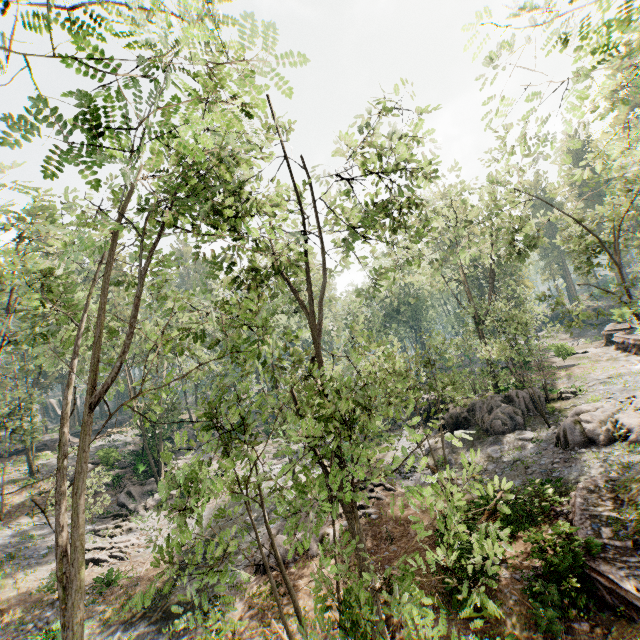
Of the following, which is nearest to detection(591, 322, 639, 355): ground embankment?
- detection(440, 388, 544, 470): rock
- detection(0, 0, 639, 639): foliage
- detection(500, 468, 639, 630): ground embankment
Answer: detection(0, 0, 639, 639): foliage

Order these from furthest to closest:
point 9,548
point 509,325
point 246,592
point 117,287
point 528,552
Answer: point 117,287, point 509,325, point 9,548, point 246,592, point 528,552

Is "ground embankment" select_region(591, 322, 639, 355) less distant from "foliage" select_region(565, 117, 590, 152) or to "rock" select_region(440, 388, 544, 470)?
"foliage" select_region(565, 117, 590, 152)

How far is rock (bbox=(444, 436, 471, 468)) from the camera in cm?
2162

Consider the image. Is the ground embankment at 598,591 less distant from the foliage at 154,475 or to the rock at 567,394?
the foliage at 154,475

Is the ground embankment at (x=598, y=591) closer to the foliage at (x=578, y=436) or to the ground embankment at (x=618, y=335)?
the foliage at (x=578, y=436)

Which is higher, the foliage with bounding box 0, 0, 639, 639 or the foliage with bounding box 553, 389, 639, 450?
the foliage with bounding box 0, 0, 639, 639

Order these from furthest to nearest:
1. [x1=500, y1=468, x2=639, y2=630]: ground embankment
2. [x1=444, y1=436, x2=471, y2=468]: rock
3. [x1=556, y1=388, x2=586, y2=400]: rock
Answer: [x1=556, y1=388, x2=586, y2=400]: rock, [x1=444, y1=436, x2=471, y2=468]: rock, [x1=500, y1=468, x2=639, y2=630]: ground embankment
